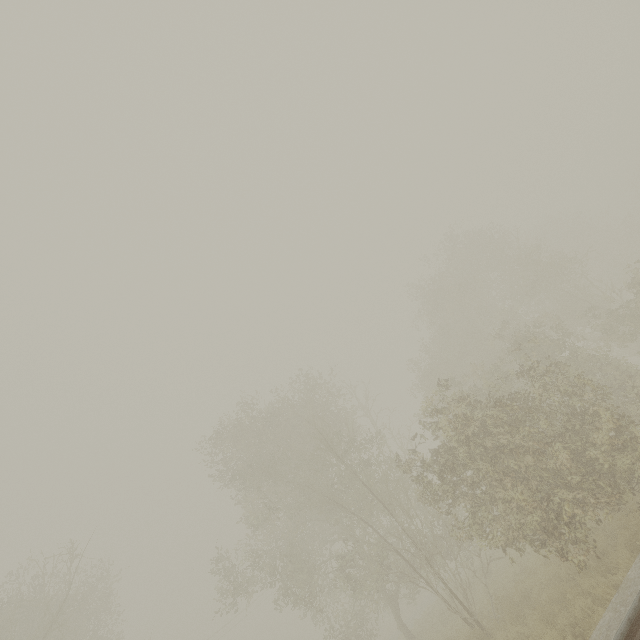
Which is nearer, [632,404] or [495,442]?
[495,442]
